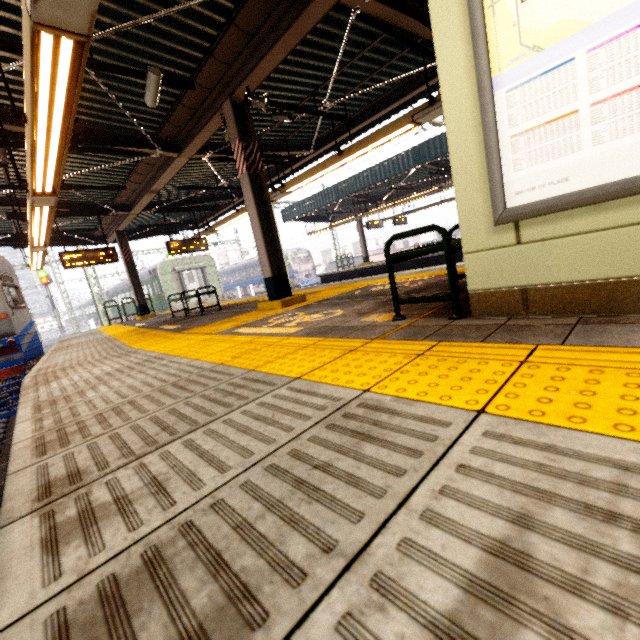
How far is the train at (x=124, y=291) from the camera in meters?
27.9

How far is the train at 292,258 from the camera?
35.2 meters

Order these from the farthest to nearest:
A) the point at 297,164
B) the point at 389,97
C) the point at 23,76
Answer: the point at 297,164 < the point at 389,97 < the point at 23,76

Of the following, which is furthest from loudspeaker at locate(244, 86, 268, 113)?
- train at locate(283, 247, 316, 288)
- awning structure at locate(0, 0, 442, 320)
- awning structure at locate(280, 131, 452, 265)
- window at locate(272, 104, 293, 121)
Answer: train at locate(283, 247, 316, 288)

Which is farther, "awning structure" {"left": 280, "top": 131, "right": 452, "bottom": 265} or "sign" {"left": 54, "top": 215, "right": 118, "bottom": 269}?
"awning structure" {"left": 280, "top": 131, "right": 452, "bottom": 265}

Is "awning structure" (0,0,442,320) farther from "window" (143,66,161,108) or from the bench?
the bench

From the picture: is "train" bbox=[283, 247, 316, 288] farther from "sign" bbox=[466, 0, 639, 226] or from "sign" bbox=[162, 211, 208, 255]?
"sign" bbox=[466, 0, 639, 226]

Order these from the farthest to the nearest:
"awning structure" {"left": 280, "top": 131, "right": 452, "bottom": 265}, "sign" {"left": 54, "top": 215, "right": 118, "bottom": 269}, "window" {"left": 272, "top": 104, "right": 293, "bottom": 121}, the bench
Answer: "awning structure" {"left": 280, "top": 131, "right": 452, "bottom": 265} → "sign" {"left": 54, "top": 215, "right": 118, "bottom": 269} → "window" {"left": 272, "top": 104, "right": 293, "bottom": 121} → the bench
